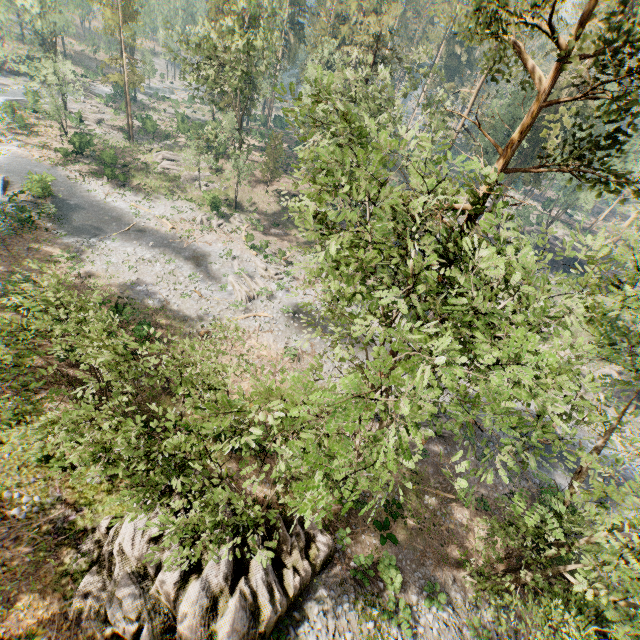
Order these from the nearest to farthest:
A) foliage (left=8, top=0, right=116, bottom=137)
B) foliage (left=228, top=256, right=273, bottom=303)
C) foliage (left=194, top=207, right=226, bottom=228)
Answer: foliage (left=228, top=256, right=273, bottom=303)
foliage (left=194, top=207, right=226, bottom=228)
foliage (left=8, top=0, right=116, bottom=137)

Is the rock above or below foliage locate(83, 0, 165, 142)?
below

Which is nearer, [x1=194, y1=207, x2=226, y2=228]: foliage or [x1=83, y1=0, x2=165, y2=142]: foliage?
[x1=194, y1=207, x2=226, y2=228]: foliage

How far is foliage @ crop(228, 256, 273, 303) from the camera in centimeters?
3033cm

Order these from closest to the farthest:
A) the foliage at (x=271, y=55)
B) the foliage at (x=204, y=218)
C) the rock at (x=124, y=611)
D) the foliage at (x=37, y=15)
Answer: the foliage at (x=271, y=55) → the rock at (x=124, y=611) → the foliage at (x=204, y=218) → the foliage at (x=37, y=15)

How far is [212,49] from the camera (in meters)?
28.64

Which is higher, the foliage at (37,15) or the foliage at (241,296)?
the foliage at (37,15)
